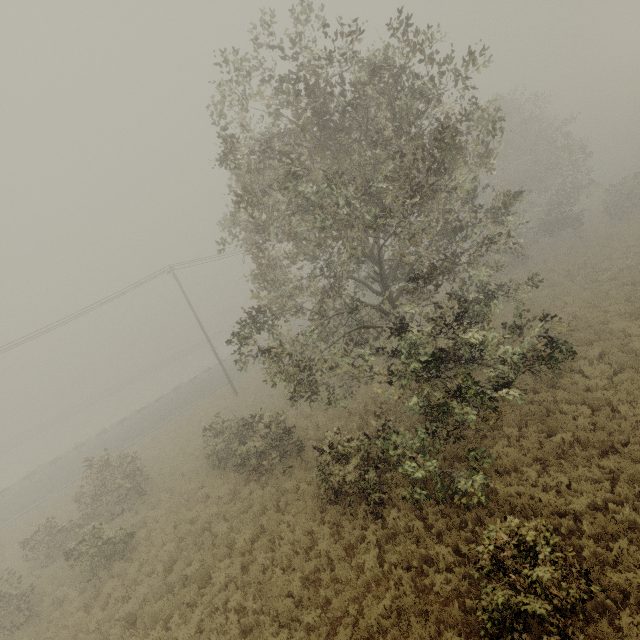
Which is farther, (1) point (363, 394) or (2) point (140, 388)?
(2) point (140, 388)
